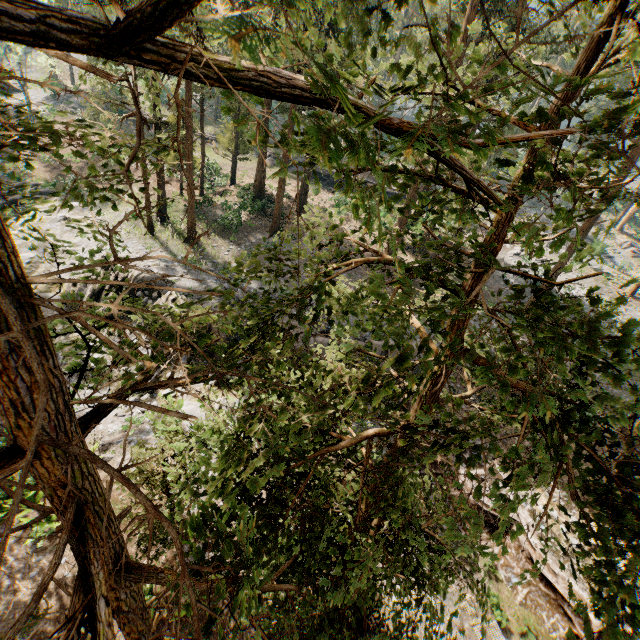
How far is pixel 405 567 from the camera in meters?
6.1 m

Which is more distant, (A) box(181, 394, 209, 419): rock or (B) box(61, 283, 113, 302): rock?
(B) box(61, 283, 113, 302): rock

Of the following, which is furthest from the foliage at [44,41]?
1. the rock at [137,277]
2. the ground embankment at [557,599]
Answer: the rock at [137,277]

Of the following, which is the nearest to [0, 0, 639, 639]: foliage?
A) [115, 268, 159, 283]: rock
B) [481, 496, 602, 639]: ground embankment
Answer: [481, 496, 602, 639]: ground embankment

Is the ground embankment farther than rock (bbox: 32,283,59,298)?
No

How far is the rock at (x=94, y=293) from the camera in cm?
1964

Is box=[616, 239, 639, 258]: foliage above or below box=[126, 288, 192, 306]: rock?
above

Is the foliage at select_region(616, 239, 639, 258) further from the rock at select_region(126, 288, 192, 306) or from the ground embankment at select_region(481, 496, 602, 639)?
the rock at select_region(126, 288, 192, 306)
